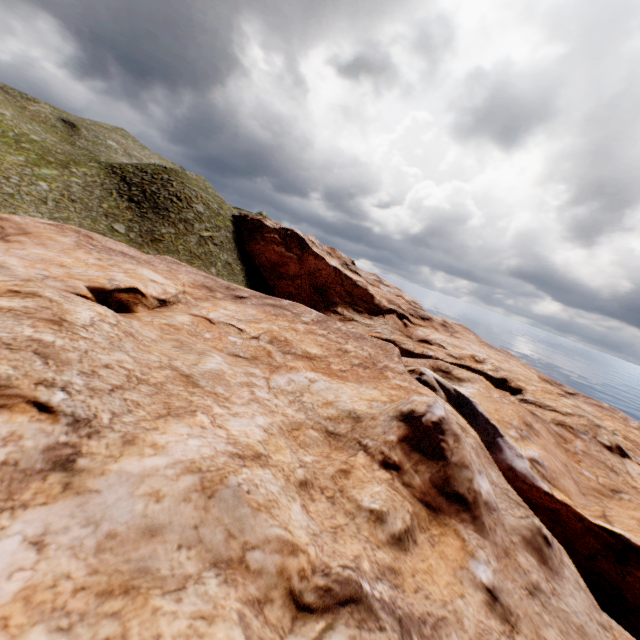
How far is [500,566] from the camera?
11.02m
